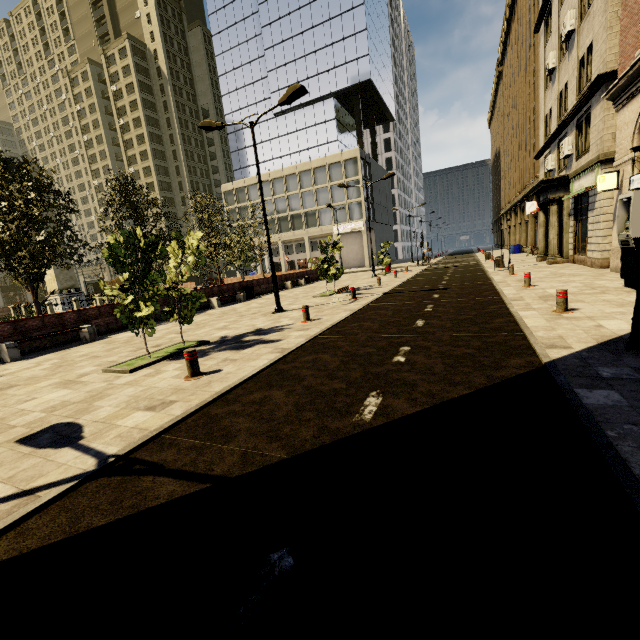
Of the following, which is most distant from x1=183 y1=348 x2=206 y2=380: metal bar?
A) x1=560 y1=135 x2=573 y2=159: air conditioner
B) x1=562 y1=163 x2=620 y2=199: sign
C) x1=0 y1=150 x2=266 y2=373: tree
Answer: x1=560 y1=135 x2=573 y2=159: air conditioner

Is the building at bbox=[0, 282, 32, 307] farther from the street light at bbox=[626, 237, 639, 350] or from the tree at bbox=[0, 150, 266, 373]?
the street light at bbox=[626, 237, 639, 350]

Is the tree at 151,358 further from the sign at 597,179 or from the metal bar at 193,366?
the sign at 597,179

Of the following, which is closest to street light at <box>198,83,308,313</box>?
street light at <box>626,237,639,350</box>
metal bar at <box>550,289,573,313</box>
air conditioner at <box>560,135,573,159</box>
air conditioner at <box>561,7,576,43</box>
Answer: metal bar at <box>550,289,573,313</box>

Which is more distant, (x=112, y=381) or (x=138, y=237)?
(x=138, y=237)

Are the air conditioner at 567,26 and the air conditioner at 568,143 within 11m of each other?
yes

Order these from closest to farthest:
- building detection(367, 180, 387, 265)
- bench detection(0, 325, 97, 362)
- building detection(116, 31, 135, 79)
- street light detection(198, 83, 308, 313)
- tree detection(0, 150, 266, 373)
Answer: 1. tree detection(0, 150, 266, 373)
2. bench detection(0, 325, 97, 362)
3. street light detection(198, 83, 308, 313)
4. building detection(367, 180, 387, 265)
5. building detection(116, 31, 135, 79)

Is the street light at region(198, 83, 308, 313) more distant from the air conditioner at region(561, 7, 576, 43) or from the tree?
the air conditioner at region(561, 7, 576, 43)
